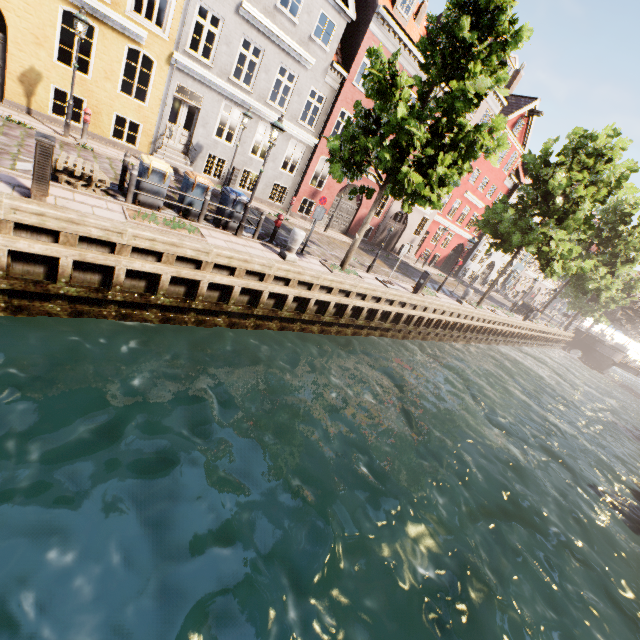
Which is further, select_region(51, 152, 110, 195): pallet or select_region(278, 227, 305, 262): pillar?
select_region(278, 227, 305, 262): pillar

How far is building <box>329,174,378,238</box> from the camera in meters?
21.7

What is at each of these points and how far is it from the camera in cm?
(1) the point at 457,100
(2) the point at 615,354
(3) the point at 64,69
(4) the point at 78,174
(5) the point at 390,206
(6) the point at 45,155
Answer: (1) tree, 888
(2) bridge, 3925
(3) building, 1191
(4) pallet, 784
(5) building, 2441
(6) electrical box, 611

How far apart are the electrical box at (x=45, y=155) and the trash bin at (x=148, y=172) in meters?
2.5 m

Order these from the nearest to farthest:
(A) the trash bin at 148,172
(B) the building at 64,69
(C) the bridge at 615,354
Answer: (A) the trash bin at 148,172
(B) the building at 64,69
(C) the bridge at 615,354

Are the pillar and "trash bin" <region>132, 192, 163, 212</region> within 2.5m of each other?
no

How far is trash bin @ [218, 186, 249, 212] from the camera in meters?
10.4
